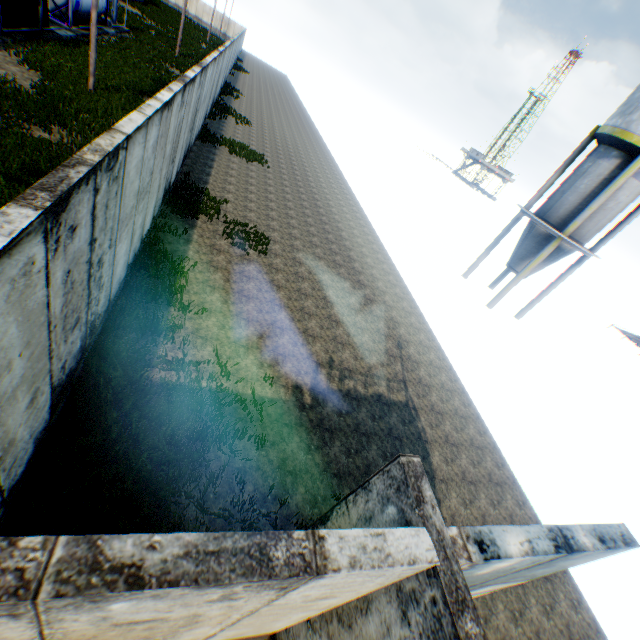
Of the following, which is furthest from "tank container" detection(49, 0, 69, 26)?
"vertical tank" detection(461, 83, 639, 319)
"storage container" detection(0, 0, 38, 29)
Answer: "vertical tank" detection(461, 83, 639, 319)

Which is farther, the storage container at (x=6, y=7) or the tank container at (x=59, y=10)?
the tank container at (x=59, y=10)

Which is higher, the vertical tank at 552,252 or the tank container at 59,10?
the vertical tank at 552,252

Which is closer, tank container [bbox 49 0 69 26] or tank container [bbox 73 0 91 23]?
tank container [bbox 49 0 69 26]

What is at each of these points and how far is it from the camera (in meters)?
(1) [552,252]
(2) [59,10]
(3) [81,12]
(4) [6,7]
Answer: (1) vertical tank, 17.70
(2) tank container, 19.67
(3) tank container, 21.20
(4) storage container, 15.45

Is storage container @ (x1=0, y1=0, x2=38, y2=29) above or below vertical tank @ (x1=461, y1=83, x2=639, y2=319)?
below

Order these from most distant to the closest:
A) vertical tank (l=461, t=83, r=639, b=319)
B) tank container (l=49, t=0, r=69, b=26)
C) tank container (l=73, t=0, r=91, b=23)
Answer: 1. tank container (l=73, t=0, r=91, b=23)
2. tank container (l=49, t=0, r=69, b=26)
3. vertical tank (l=461, t=83, r=639, b=319)

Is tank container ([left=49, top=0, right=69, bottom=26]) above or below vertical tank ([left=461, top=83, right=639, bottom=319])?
below
